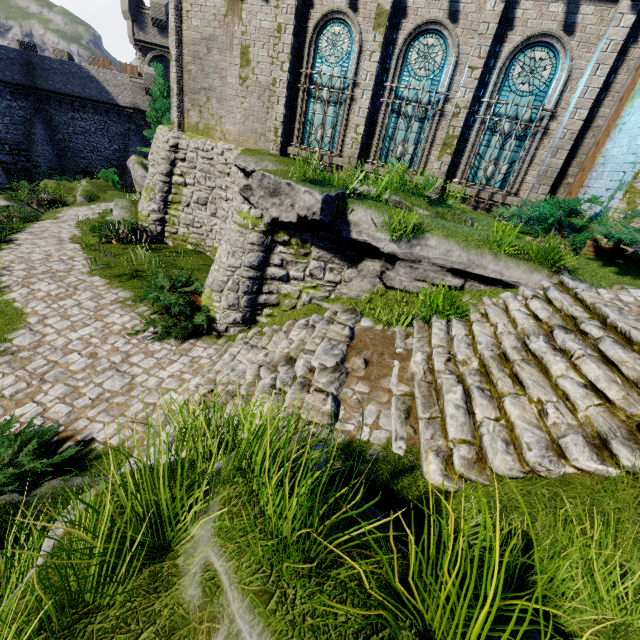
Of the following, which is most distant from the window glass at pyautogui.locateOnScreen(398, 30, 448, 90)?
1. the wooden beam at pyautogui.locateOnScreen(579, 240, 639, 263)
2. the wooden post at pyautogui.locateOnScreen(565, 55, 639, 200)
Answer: the wooden beam at pyautogui.locateOnScreen(579, 240, 639, 263)

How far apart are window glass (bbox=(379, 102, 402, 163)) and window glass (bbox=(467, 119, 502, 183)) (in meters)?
1.51

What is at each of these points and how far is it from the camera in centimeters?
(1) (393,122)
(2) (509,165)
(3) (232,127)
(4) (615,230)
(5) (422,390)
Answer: (1) window glass, 1073cm
(2) window glass, 1007cm
(3) building, 1267cm
(4) bush, 643cm
(5) stairs, 490cm

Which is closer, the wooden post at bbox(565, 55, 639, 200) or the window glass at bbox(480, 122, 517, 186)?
the wooden post at bbox(565, 55, 639, 200)

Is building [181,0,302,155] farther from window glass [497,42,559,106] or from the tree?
the tree

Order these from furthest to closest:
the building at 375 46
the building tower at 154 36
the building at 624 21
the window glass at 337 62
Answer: the building tower at 154 36 < the window glass at 337 62 < the building at 375 46 < the building at 624 21

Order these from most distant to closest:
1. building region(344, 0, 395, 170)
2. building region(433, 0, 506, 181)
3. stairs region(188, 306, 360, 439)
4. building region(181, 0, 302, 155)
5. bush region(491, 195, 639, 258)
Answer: building region(181, 0, 302, 155), building region(344, 0, 395, 170), building region(433, 0, 506, 181), bush region(491, 195, 639, 258), stairs region(188, 306, 360, 439)

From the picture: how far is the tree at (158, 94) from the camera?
26.8 meters
